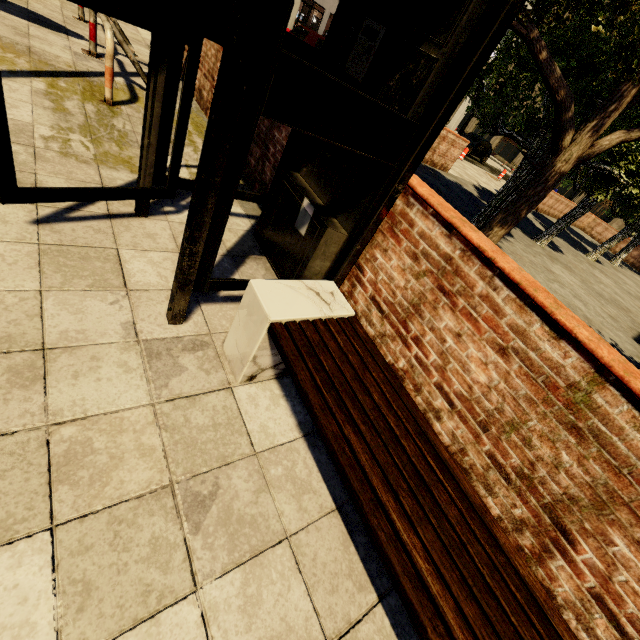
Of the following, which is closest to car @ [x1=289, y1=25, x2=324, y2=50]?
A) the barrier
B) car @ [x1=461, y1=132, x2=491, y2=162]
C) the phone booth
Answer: the barrier

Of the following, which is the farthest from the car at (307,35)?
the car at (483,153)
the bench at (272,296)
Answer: the bench at (272,296)

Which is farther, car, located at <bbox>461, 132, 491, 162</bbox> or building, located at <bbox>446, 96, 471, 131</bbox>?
building, located at <bbox>446, 96, 471, 131</bbox>

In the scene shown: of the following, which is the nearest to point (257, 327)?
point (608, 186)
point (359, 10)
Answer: point (359, 10)

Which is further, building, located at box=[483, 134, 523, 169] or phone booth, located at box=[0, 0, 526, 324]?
building, located at box=[483, 134, 523, 169]

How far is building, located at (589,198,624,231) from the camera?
37.28m

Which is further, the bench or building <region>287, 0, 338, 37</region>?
building <region>287, 0, 338, 37</region>

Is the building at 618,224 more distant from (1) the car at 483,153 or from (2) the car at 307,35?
(2) the car at 307,35
